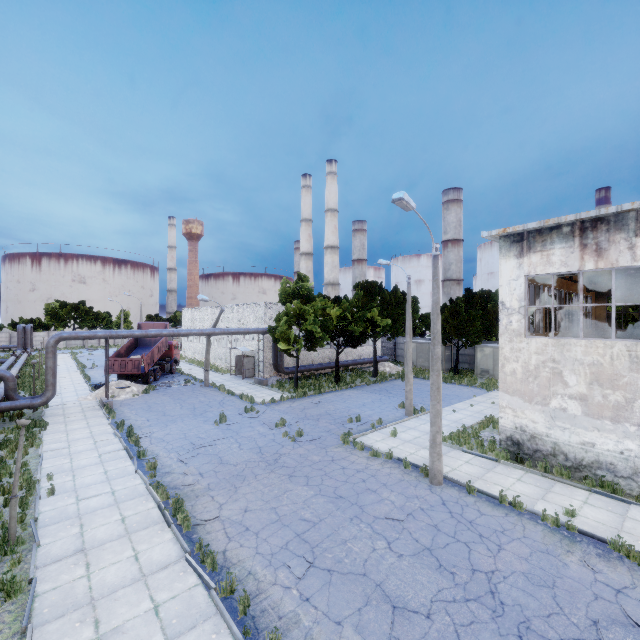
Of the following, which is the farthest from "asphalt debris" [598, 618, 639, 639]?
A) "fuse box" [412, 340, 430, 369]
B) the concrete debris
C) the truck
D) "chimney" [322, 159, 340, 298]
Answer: "chimney" [322, 159, 340, 298]

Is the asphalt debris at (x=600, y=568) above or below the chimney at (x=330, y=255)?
below

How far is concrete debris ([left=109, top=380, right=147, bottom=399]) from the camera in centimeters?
2508cm

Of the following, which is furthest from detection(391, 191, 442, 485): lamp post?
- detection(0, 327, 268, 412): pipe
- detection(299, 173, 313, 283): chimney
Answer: detection(299, 173, 313, 283): chimney

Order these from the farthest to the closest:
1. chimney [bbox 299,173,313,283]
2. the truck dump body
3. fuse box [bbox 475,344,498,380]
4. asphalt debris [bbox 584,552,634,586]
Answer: chimney [bbox 299,173,313,283] → fuse box [bbox 475,344,498,380] → the truck dump body → asphalt debris [bbox 584,552,634,586]

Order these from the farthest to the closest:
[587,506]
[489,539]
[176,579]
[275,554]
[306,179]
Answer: [306,179] < [587,506] < [489,539] < [275,554] < [176,579]

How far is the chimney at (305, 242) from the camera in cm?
5878

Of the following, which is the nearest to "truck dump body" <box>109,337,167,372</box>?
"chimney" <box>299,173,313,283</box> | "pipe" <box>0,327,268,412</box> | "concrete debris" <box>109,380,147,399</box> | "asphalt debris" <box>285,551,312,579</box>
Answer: "concrete debris" <box>109,380,147,399</box>
